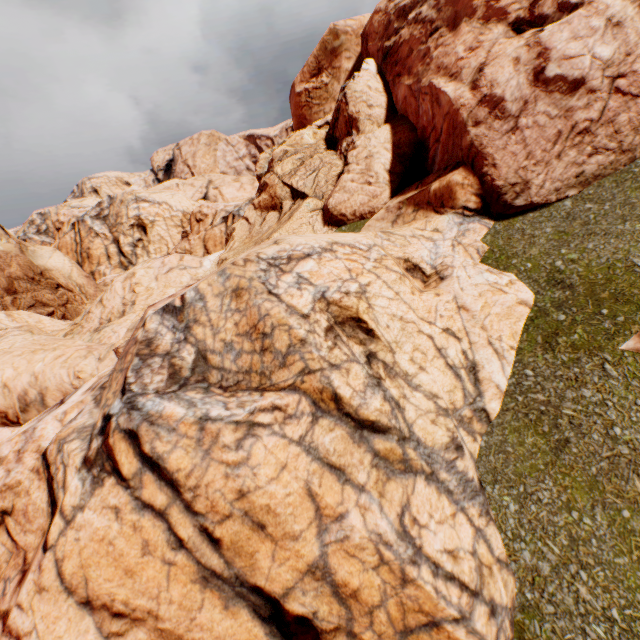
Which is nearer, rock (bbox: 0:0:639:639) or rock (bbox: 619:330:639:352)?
rock (bbox: 0:0:639:639)

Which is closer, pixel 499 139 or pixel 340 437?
pixel 340 437

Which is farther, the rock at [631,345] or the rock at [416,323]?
the rock at [631,345]
